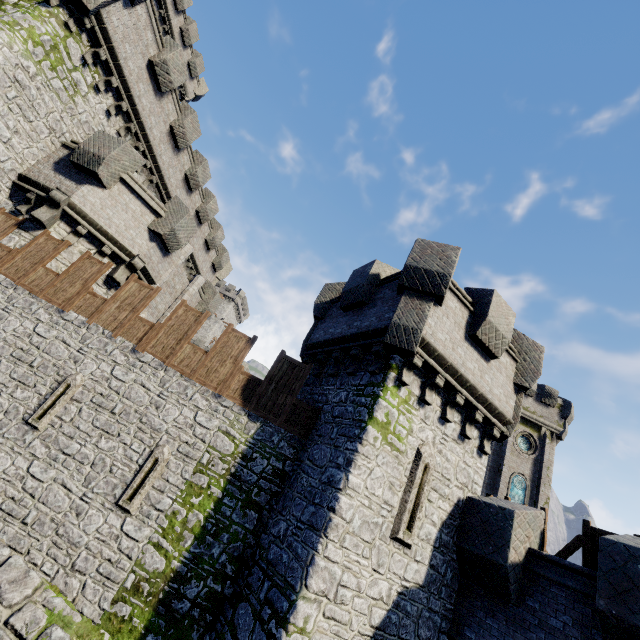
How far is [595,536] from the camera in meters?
7.9

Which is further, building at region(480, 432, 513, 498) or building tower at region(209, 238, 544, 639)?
building at region(480, 432, 513, 498)

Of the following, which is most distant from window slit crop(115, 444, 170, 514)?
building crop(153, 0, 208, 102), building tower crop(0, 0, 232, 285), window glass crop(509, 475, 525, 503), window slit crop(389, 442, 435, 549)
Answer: window glass crop(509, 475, 525, 503)

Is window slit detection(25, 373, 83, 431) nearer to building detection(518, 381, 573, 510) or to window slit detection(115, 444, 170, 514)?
window slit detection(115, 444, 170, 514)

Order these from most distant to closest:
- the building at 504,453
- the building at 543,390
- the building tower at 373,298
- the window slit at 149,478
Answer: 1. the building at 543,390
2. the building at 504,453
3. the window slit at 149,478
4. the building tower at 373,298

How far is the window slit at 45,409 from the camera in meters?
8.9

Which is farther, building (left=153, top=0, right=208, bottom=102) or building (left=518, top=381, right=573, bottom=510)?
building (left=518, top=381, right=573, bottom=510)

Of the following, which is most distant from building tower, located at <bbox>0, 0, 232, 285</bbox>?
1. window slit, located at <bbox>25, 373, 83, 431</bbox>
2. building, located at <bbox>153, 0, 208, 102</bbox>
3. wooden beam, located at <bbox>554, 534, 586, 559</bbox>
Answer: wooden beam, located at <bbox>554, 534, 586, 559</bbox>
